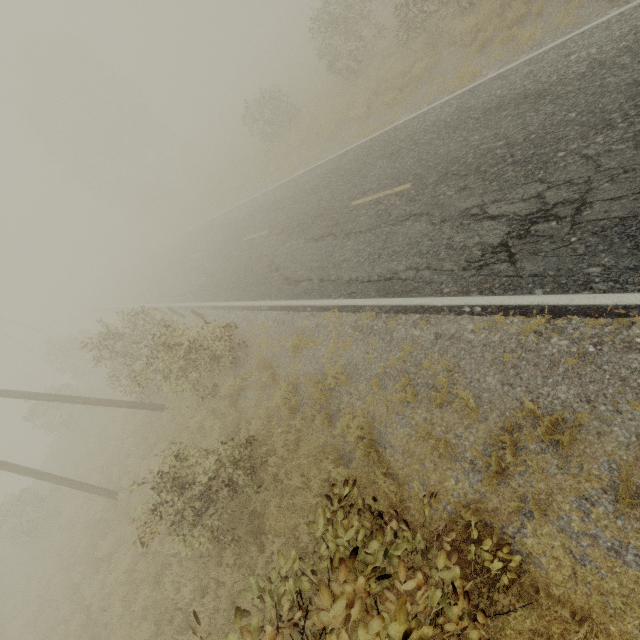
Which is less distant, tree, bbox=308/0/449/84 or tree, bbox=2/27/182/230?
tree, bbox=308/0/449/84

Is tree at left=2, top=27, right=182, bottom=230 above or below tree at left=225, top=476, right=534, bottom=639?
above

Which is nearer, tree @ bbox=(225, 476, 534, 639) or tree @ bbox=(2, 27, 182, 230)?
tree @ bbox=(225, 476, 534, 639)

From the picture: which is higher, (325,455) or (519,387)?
(325,455)

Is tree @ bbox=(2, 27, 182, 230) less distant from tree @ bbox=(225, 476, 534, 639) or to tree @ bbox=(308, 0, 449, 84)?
tree @ bbox=(308, 0, 449, 84)

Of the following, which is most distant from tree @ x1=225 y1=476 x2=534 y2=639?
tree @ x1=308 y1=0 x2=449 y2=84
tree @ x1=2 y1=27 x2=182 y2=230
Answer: tree @ x1=2 y1=27 x2=182 y2=230

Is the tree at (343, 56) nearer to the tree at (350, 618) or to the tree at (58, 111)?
the tree at (350, 618)
